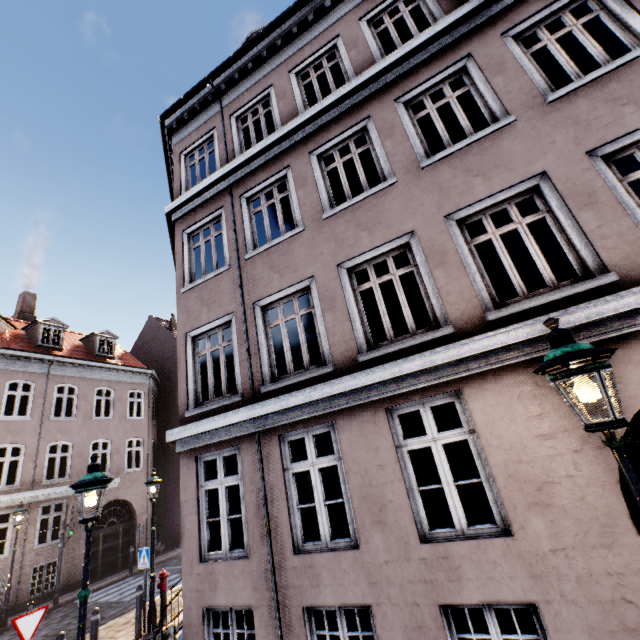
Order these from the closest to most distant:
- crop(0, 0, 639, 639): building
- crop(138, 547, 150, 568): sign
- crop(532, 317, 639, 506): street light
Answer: crop(532, 317, 639, 506): street light < crop(0, 0, 639, 639): building < crop(138, 547, 150, 568): sign

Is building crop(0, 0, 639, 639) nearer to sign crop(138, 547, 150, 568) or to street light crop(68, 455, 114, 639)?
street light crop(68, 455, 114, 639)

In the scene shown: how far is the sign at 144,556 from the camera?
9.1m

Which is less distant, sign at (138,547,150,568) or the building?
the building

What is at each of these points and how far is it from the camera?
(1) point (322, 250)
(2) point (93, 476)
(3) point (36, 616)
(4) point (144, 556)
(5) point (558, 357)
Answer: (1) building, 6.27m
(2) street light, 4.54m
(3) sign, 5.66m
(4) sign, 9.20m
(5) street light, 2.36m

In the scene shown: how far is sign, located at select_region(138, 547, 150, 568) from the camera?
9.08m

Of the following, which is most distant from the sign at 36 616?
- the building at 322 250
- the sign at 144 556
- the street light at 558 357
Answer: the sign at 144 556

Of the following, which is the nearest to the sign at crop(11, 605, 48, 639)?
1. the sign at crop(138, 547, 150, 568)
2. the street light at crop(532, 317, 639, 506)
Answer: the street light at crop(532, 317, 639, 506)
